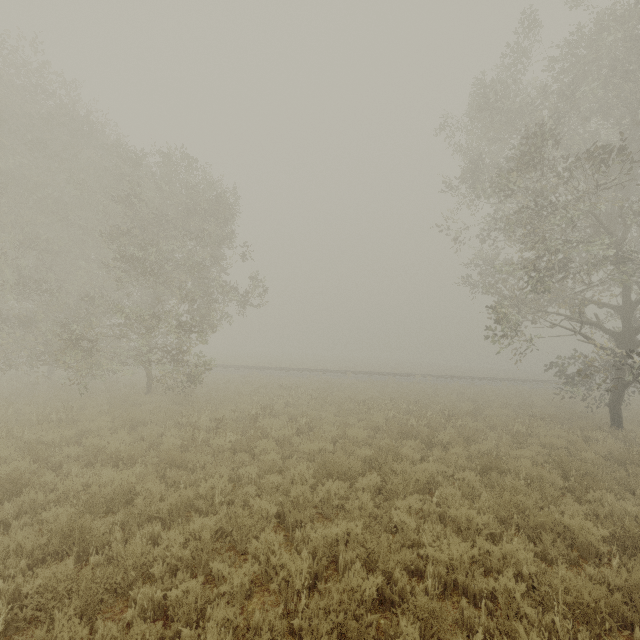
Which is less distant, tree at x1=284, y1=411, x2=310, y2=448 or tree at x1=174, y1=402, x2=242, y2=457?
tree at x1=174, y1=402, x2=242, y2=457

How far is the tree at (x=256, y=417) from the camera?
9.6m

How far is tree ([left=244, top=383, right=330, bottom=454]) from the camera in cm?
964

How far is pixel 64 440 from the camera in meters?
8.7 m
